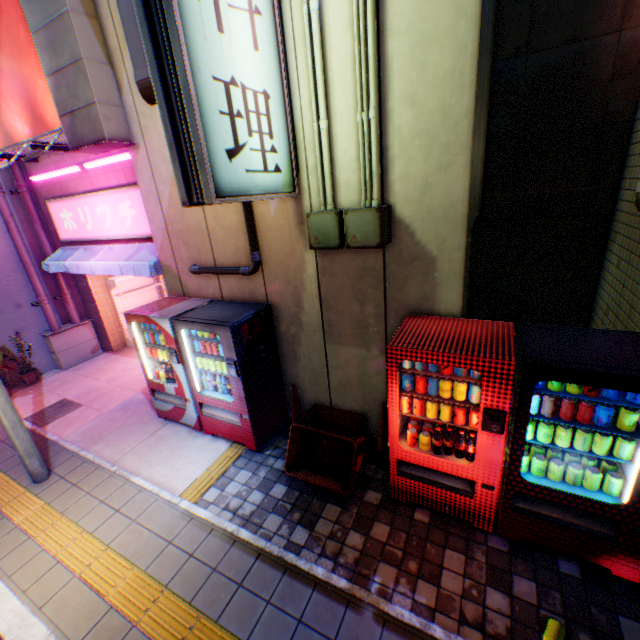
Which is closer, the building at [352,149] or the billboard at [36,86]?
the building at [352,149]

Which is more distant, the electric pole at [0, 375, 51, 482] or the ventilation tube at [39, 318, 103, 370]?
the ventilation tube at [39, 318, 103, 370]

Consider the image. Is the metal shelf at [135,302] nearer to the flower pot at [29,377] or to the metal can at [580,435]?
the flower pot at [29,377]

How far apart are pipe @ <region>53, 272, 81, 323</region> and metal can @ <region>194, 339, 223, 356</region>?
5.68m

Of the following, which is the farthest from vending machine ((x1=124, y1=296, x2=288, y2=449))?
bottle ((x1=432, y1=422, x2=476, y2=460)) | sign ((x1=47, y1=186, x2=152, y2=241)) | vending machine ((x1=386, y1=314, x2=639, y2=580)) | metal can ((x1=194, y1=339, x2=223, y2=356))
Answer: bottle ((x1=432, y1=422, x2=476, y2=460))

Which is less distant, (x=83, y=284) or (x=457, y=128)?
(x=457, y=128)

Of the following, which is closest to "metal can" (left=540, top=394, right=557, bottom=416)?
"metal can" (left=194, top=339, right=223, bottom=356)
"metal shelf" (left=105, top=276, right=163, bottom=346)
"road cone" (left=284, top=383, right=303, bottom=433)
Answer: "road cone" (left=284, top=383, right=303, bottom=433)

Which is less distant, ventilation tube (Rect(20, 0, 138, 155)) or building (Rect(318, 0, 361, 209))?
building (Rect(318, 0, 361, 209))
